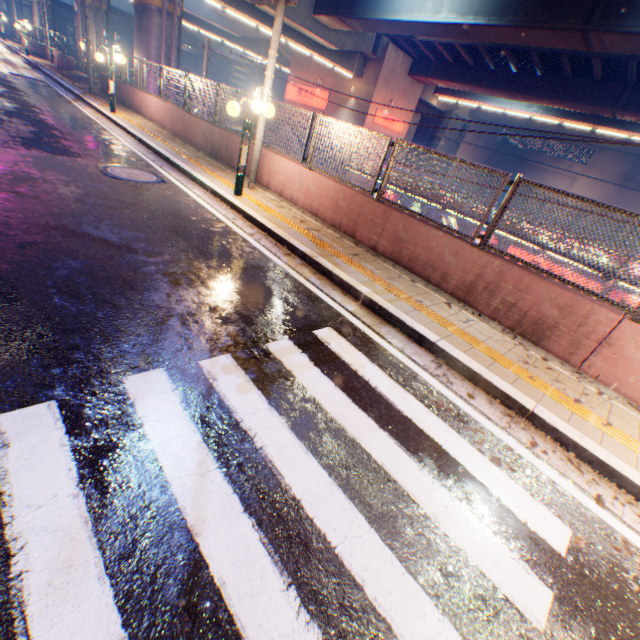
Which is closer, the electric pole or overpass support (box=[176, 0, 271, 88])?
the electric pole

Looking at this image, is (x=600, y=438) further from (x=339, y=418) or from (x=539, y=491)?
(x=339, y=418)

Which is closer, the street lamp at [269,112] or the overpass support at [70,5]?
the street lamp at [269,112]

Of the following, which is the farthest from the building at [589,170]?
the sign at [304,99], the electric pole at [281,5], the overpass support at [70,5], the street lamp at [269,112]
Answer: the street lamp at [269,112]

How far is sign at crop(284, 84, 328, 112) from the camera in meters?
31.1

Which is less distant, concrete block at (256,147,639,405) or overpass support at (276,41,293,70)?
concrete block at (256,147,639,405)

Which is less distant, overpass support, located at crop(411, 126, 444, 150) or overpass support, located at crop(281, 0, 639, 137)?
overpass support, located at crop(281, 0, 639, 137)

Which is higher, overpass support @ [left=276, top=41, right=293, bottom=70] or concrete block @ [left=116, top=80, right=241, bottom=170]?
overpass support @ [left=276, top=41, right=293, bottom=70]
